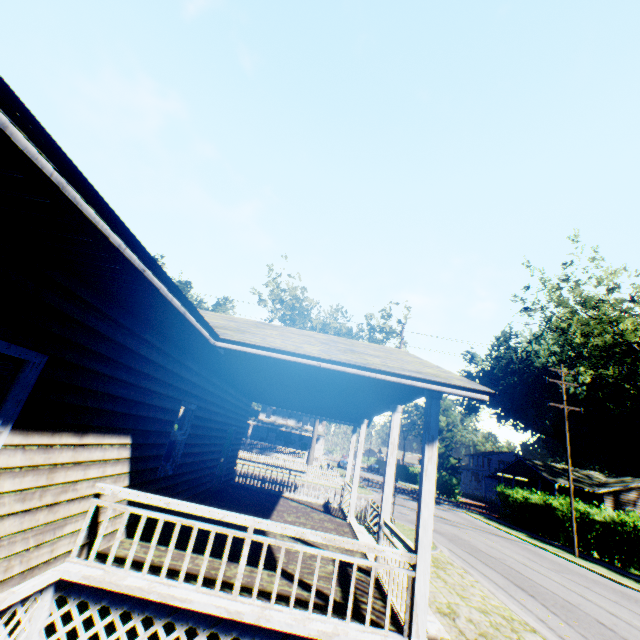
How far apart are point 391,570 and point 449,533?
17.77m

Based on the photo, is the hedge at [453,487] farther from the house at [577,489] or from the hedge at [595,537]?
the hedge at [595,537]

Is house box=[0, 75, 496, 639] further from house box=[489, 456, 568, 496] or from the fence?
house box=[489, 456, 568, 496]

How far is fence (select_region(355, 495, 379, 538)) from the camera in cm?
1415

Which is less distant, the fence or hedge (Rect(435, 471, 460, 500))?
the fence

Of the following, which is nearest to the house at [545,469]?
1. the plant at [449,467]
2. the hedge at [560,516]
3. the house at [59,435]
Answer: the hedge at [560,516]

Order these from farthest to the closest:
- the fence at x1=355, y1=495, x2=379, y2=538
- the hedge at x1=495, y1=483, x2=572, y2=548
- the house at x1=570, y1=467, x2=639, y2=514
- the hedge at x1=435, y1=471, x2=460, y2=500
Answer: the hedge at x1=435, y1=471, x2=460, y2=500
the house at x1=570, y1=467, x2=639, y2=514
the hedge at x1=495, y1=483, x2=572, y2=548
the fence at x1=355, y1=495, x2=379, y2=538

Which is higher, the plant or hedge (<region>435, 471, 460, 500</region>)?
the plant
